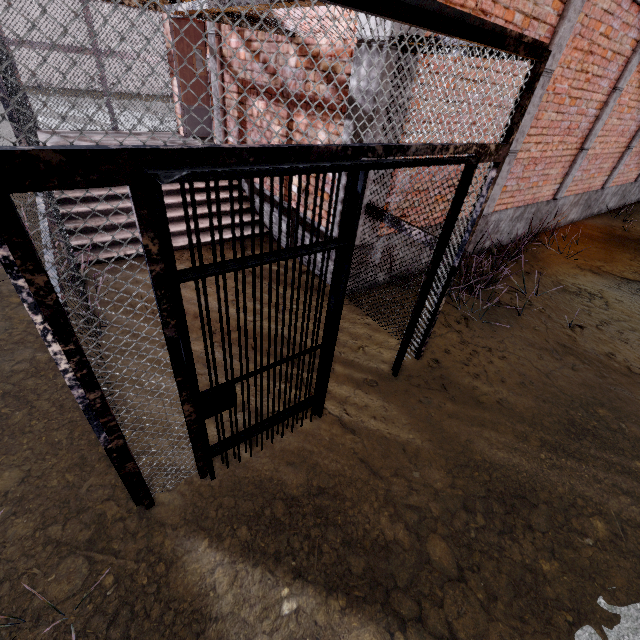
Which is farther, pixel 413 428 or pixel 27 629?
pixel 413 428

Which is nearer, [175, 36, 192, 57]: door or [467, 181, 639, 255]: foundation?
[467, 181, 639, 255]: foundation

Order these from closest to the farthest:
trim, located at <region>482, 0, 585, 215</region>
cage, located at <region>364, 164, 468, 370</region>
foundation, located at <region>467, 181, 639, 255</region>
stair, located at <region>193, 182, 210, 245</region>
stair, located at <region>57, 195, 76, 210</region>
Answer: cage, located at <region>364, 164, 468, 370</region>, trim, located at <region>482, 0, 585, 215</region>, stair, located at <region>57, 195, 76, 210</region>, stair, located at <region>193, 182, 210, 245</region>, foundation, located at <region>467, 181, 639, 255</region>

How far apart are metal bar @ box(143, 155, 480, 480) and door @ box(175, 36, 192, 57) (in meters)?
7.94

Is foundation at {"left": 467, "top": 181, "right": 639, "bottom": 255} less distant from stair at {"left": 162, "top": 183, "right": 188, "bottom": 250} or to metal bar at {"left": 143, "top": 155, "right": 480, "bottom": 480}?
stair at {"left": 162, "top": 183, "right": 188, "bottom": 250}

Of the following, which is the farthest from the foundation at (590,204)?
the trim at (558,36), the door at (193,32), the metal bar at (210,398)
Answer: the door at (193,32)

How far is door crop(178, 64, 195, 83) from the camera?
7.2m

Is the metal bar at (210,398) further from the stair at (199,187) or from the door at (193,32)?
the door at (193,32)
